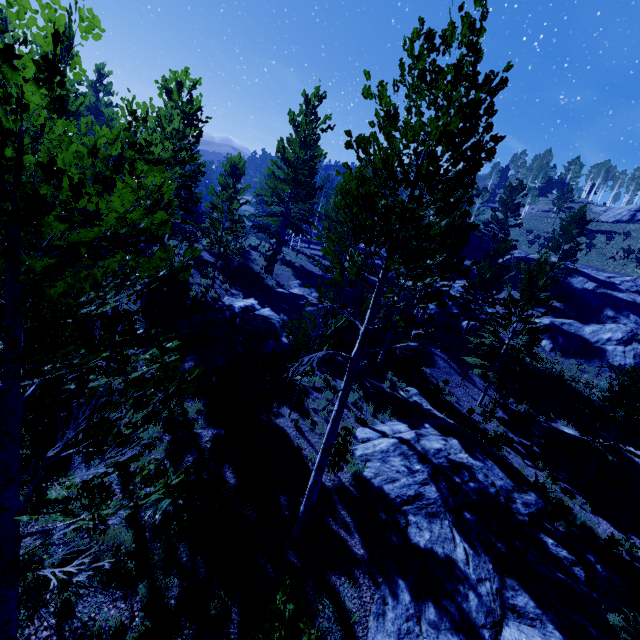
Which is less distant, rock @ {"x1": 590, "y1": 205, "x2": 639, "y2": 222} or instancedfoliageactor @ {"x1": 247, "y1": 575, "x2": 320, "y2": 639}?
instancedfoliageactor @ {"x1": 247, "y1": 575, "x2": 320, "y2": 639}

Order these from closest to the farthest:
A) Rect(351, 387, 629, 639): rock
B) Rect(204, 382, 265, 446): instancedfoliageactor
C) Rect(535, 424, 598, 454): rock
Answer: Rect(351, 387, 629, 639): rock → Rect(204, 382, 265, 446): instancedfoliageactor → Rect(535, 424, 598, 454): rock

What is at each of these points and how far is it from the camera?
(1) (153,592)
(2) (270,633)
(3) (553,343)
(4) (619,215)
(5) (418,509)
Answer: (1) instancedfoliageactor, 5.75m
(2) instancedfoliageactor, 3.04m
(3) rock, 26.34m
(4) rock, 50.41m
(5) rock, 9.15m

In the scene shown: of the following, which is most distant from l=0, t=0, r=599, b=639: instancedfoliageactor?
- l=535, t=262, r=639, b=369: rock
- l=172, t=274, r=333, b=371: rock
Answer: l=535, t=262, r=639, b=369: rock

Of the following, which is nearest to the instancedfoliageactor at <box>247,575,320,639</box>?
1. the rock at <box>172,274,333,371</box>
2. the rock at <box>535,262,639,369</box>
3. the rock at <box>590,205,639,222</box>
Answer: Answer: the rock at <box>172,274,333,371</box>

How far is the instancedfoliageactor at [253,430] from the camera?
9.7 meters

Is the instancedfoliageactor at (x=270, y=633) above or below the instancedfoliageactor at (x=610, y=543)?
above

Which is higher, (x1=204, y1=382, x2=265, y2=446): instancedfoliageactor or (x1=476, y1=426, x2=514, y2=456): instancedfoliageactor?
(x1=204, y1=382, x2=265, y2=446): instancedfoliageactor
